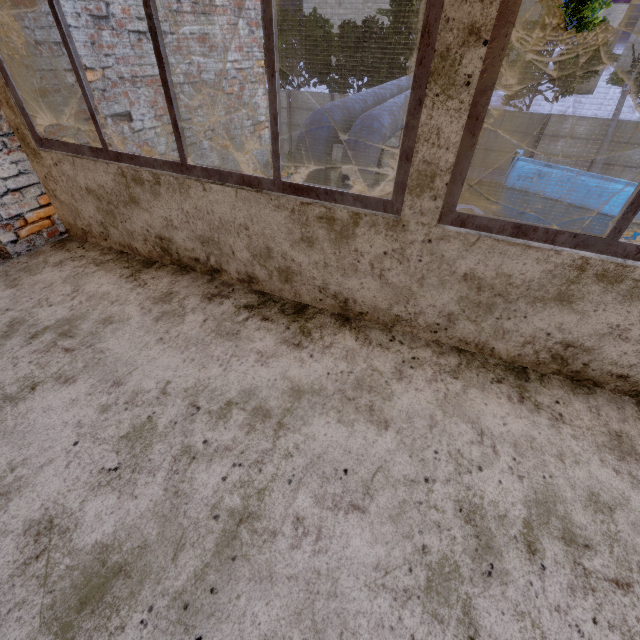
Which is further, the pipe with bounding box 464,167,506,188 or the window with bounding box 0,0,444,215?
the pipe with bounding box 464,167,506,188

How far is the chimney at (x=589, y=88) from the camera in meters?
54.8 m

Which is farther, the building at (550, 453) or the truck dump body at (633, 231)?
the truck dump body at (633, 231)

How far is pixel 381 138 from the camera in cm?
503

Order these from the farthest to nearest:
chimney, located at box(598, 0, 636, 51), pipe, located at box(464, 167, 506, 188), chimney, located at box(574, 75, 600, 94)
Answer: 1. chimney, located at box(574, 75, 600, 94)
2. chimney, located at box(598, 0, 636, 51)
3. pipe, located at box(464, 167, 506, 188)

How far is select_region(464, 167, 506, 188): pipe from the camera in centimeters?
1606cm

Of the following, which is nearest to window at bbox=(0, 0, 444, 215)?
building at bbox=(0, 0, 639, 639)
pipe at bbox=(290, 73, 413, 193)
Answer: building at bbox=(0, 0, 639, 639)

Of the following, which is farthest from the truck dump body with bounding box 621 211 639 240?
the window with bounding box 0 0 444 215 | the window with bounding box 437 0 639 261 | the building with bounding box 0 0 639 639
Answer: the window with bounding box 0 0 444 215
